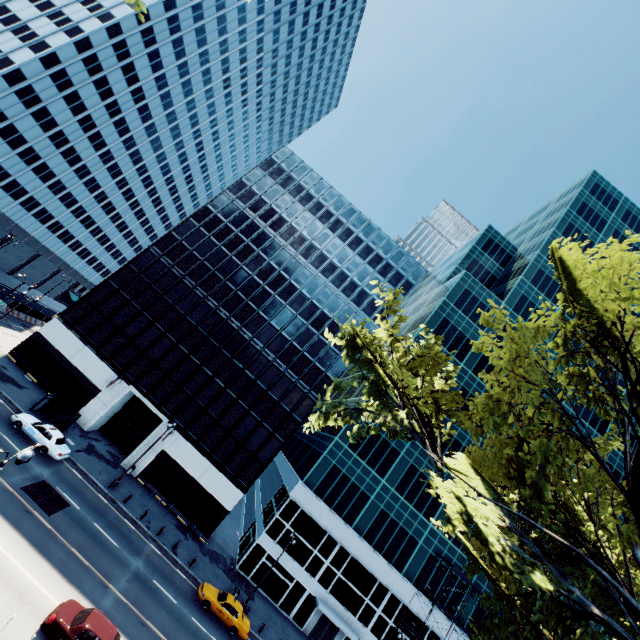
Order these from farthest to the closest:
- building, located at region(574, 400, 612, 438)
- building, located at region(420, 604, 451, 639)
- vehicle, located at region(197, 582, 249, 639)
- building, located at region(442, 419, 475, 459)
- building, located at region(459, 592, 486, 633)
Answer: building, located at region(574, 400, 612, 438), building, located at region(442, 419, 475, 459), building, located at region(459, 592, 486, 633), building, located at region(420, 604, 451, 639), vehicle, located at region(197, 582, 249, 639)

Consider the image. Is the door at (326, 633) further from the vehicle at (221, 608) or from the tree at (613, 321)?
the tree at (613, 321)

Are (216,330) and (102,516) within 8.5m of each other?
no

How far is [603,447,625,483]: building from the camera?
47.3m

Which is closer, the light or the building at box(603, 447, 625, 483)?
the light

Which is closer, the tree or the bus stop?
the tree

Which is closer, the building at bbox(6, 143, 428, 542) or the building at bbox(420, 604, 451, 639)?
the building at bbox(6, 143, 428, 542)

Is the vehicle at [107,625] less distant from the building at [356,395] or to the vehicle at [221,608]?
the vehicle at [221,608]
